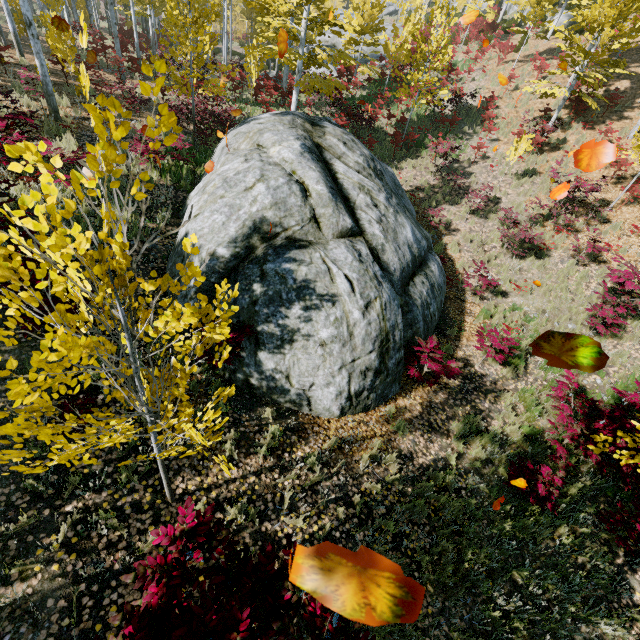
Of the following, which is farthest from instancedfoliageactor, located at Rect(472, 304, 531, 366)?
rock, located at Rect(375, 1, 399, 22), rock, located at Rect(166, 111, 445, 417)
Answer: rock, located at Rect(166, 111, 445, 417)

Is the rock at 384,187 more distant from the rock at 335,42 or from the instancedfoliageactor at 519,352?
the rock at 335,42

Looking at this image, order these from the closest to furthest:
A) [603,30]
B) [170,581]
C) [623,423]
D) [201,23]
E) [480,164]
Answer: [170,581] < [623,423] < [201,23] < [603,30] < [480,164]

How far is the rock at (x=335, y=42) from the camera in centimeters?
3184cm

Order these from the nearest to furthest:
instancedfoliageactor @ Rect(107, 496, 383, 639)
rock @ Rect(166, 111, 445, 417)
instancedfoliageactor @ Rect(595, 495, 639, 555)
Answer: instancedfoliageactor @ Rect(107, 496, 383, 639)
instancedfoliageactor @ Rect(595, 495, 639, 555)
rock @ Rect(166, 111, 445, 417)

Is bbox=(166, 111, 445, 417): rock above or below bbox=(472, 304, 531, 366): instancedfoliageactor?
below

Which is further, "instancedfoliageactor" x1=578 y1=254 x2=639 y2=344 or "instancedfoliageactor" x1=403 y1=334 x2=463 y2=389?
"instancedfoliageactor" x1=578 y1=254 x2=639 y2=344

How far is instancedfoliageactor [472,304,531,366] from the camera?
7.5m
